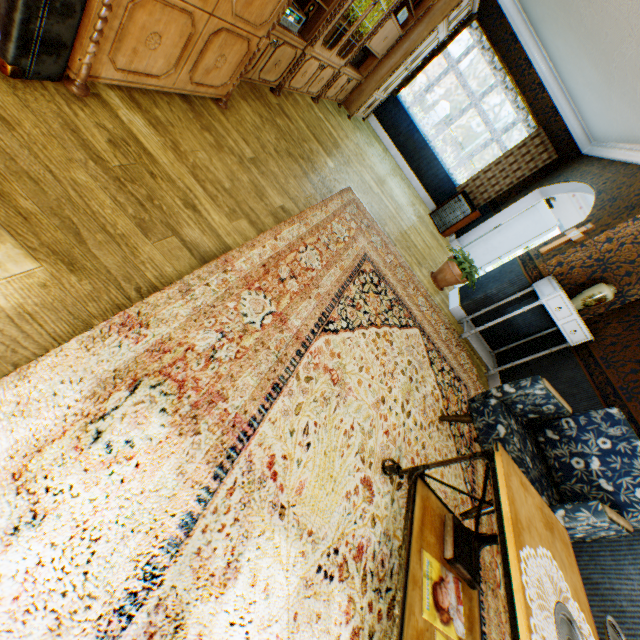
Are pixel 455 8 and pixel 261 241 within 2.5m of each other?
no

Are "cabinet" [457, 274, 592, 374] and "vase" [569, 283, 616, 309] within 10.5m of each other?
yes

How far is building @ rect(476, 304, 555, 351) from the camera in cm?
462

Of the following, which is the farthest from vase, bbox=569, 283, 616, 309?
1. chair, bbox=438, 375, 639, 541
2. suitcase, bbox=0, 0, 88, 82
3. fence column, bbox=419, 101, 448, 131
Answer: fence column, bbox=419, 101, 448, 131

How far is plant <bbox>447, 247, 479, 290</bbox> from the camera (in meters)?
4.69

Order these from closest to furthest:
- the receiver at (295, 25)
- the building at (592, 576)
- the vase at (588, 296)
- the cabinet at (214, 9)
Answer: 1. the cabinet at (214, 9)
2. the building at (592, 576)
3. the receiver at (295, 25)
4. the vase at (588, 296)

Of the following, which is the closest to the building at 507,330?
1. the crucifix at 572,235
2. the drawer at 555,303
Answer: the crucifix at 572,235

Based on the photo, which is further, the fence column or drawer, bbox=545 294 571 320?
the fence column
